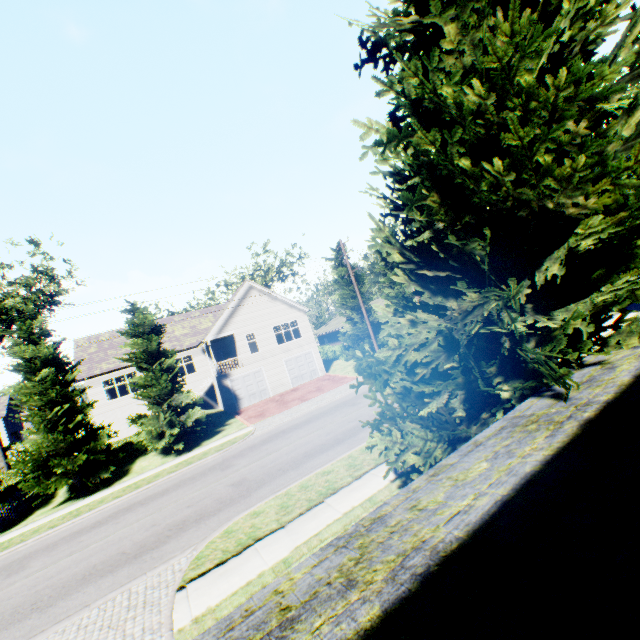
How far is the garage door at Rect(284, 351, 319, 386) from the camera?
31.5m

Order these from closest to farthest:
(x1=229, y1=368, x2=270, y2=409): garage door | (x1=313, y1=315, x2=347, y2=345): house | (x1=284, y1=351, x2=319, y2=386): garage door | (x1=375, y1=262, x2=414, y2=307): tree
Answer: (x1=229, y1=368, x2=270, y2=409): garage door < (x1=284, y1=351, x2=319, y2=386): garage door < (x1=375, y1=262, x2=414, y2=307): tree < (x1=313, y1=315, x2=347, y2=345): house

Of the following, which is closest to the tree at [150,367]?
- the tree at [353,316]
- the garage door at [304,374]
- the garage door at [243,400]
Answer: the tree at [353,316]

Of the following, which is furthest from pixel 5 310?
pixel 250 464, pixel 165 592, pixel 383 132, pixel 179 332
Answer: pixel 383 132

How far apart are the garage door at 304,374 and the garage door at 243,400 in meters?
2.2

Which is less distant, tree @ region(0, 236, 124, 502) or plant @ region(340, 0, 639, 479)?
plant @ region(340, 0, 639, 479)

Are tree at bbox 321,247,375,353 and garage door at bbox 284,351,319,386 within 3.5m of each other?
no

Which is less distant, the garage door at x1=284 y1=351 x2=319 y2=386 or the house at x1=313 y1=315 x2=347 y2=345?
the garage door at x1=284 y1=351 x2=319 y2=386
